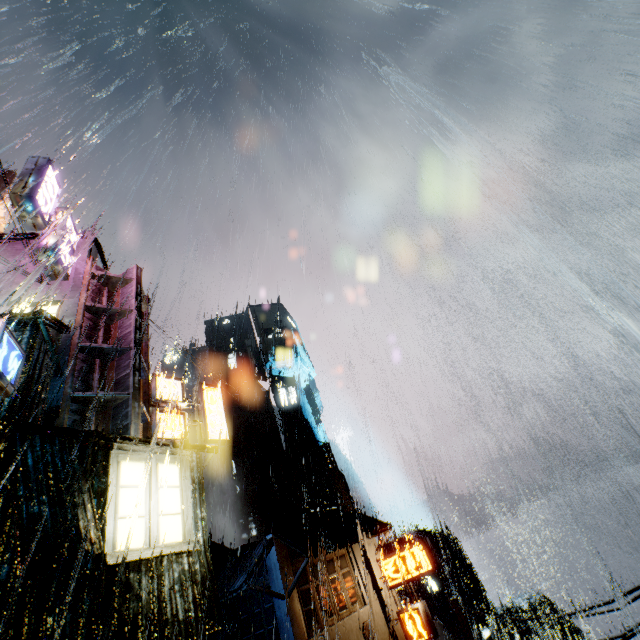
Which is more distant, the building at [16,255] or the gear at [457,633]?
the gear at [457,633]

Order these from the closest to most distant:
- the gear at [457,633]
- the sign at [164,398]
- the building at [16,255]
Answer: the building at [16,255]
the sign at [164,398]
the gear at [457,633]

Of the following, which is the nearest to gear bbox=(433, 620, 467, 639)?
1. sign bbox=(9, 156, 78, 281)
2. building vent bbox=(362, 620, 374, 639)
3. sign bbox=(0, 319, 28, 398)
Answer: building vent bbox=(362, 620, 374, 639)

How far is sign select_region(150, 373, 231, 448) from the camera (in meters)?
13.19

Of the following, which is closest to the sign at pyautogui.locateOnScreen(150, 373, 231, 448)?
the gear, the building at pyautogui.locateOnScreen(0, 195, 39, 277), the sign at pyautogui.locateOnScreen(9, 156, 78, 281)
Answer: the building at pyautogui.locateOnScreen(0, 195, 39, 277)

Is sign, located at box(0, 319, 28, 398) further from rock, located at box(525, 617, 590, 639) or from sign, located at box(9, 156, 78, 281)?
rock, located at box(525, 617, 590, 639)

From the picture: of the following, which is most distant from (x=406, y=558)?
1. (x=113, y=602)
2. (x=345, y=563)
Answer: (x=113, y=602)

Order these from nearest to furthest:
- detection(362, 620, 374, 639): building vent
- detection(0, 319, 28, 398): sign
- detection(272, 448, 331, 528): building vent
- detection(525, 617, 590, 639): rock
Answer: detection(0, 319, 28, 398): sign < detection(362, 620, 374, 639): building vent < detection(272, 448, 331, 528): building vent < detection(525, 617, 590, 639): rock
